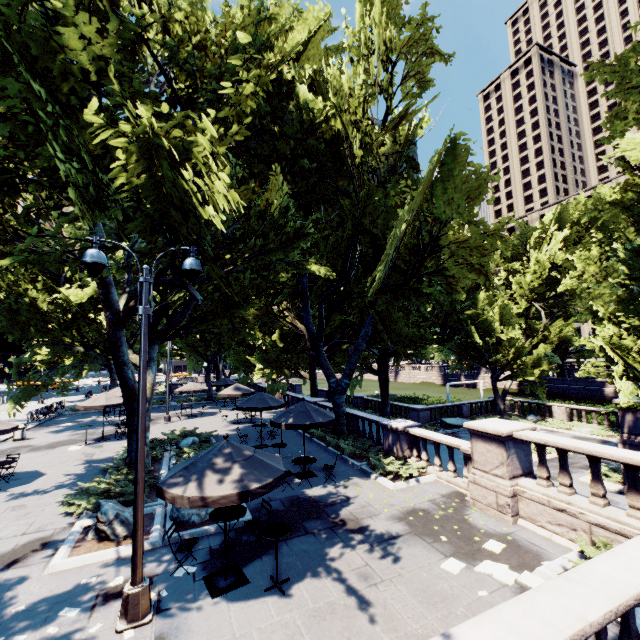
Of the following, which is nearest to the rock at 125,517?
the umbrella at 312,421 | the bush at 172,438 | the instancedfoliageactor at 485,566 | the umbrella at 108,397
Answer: the bush at 172,438

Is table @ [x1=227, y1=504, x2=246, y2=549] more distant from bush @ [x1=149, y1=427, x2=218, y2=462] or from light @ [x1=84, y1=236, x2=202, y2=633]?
bush @ [x1=149, y1=427, x2=218, y2=462]

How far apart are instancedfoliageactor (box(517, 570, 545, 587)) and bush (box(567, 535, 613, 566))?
0.6m

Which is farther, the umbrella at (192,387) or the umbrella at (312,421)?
the umbrella at (192,387)

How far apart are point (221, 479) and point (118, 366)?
9.2m

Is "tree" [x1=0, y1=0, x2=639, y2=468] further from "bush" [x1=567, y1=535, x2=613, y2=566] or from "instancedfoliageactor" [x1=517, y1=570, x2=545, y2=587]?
"instancedfoliageactor" [x1=517, y1=570, x2=545, y2=587]

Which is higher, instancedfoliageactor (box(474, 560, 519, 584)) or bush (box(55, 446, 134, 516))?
bush (box(55, 446, 134, 516))

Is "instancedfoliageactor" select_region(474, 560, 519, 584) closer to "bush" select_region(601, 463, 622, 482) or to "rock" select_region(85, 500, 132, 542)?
"rock" select_region(85, 500, 132, 542)
